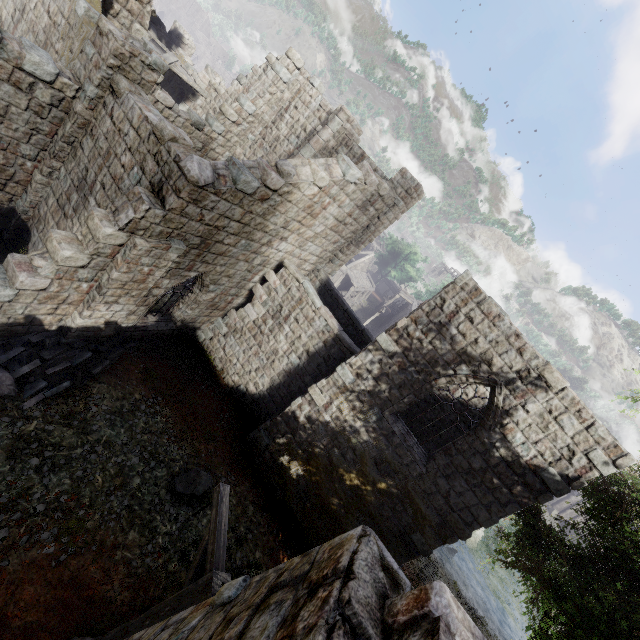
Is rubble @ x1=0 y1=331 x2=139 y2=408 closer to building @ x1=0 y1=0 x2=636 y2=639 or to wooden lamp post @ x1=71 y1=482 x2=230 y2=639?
building @ x1=0 y1=0 x2=636 y2=639

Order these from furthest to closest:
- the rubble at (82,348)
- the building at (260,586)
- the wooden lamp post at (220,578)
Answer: the rubble at (82,348), the wooden lamp post at (220,578), the building at (260,586)

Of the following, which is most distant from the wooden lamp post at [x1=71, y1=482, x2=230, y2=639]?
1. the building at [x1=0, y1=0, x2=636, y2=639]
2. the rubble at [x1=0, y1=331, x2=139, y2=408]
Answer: the rubble at [x1=0, y1=331, x2=139, y2=408]

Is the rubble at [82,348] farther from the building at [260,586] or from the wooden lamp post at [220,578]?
the wooden lamp post at [220,578]

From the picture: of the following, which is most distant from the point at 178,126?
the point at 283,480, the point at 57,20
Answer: the point at 283,480

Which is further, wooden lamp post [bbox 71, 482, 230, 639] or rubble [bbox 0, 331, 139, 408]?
rubble [bbox 0, 331, 139, 408]

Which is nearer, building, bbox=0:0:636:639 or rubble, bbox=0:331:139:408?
building, bbox=0:0:636:639
